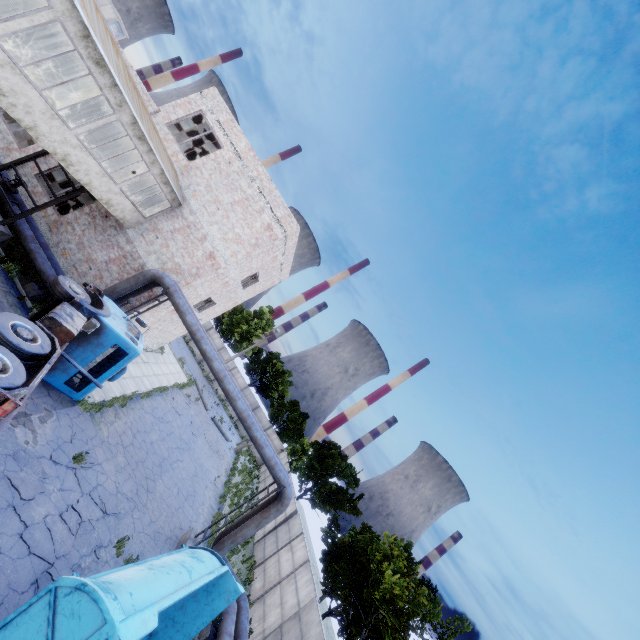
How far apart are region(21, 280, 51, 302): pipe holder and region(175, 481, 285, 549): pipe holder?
12.03m

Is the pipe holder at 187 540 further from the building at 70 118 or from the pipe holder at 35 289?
the building at 70 118

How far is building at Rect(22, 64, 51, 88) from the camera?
11.22m

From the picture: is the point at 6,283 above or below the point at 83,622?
below

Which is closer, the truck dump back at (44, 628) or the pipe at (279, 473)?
the truck dump back at (44, 628)

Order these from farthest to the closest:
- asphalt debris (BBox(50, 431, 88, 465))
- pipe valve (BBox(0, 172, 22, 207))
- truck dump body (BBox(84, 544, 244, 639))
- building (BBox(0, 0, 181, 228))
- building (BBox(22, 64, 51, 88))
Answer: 1. pipe valve (BBox(0, 172, 22, 207))
2. building (BBox(22, 64, 51, 88))
3. asphalt debris (BBox(50, 431, 88, 465))
4. building (BBox(0, 0, 181, 228))
5. truck dump body (BBox(84, 544, 244, 639))

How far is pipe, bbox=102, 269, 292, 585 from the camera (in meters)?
13.66

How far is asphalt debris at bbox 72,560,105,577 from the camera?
8.7 meters
